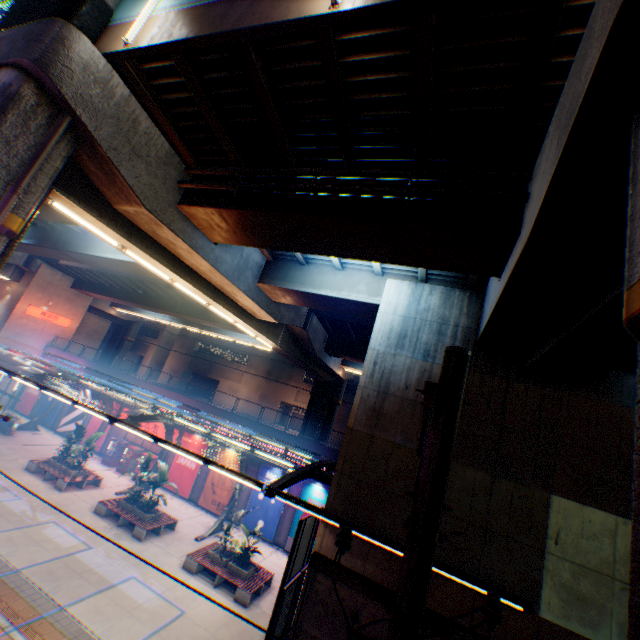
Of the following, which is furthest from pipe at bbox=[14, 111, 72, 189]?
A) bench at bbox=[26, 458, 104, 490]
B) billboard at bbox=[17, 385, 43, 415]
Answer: billboard at bbox=[17, 385, 43, 415]

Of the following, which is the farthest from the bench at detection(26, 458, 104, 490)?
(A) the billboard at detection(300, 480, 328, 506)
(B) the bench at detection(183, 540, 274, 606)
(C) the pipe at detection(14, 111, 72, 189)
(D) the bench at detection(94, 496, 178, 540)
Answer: (C) the pipe at detection(14, 111, 72, 189)

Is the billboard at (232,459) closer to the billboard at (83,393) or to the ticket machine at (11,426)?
the billboard at (83,393)

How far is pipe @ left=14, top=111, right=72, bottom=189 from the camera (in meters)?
6.85

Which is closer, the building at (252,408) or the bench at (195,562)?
the bench at (195,562)

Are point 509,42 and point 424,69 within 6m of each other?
yes

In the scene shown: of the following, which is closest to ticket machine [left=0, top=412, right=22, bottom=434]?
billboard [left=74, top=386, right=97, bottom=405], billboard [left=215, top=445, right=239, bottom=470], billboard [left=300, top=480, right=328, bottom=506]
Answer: billboard [left=74, top=386, right=97, bottom=405]

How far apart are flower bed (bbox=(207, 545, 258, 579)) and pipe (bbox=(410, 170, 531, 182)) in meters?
17.9 m
